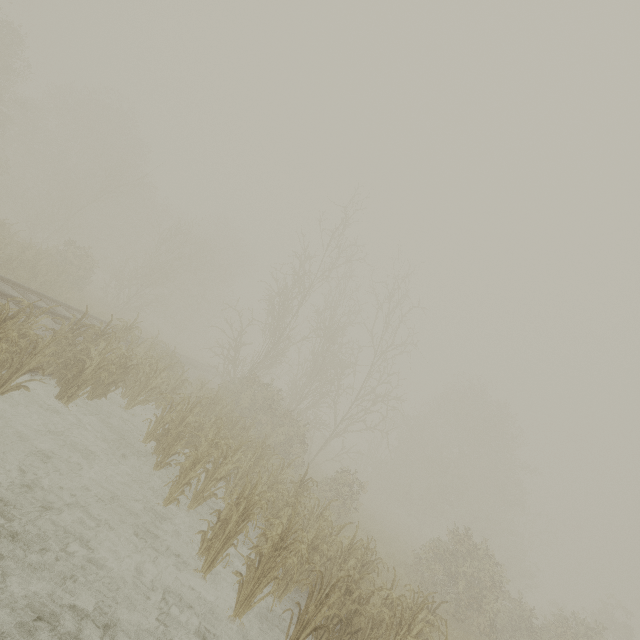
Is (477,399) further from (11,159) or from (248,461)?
(11,159)
